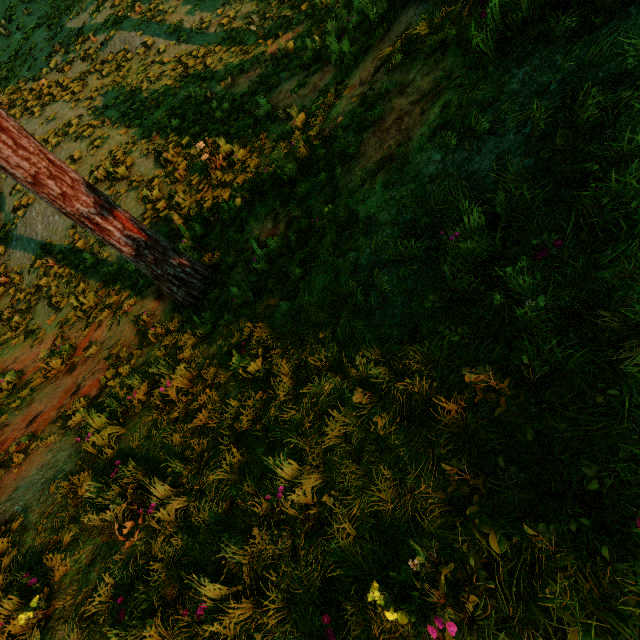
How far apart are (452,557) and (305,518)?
1.1 meters
